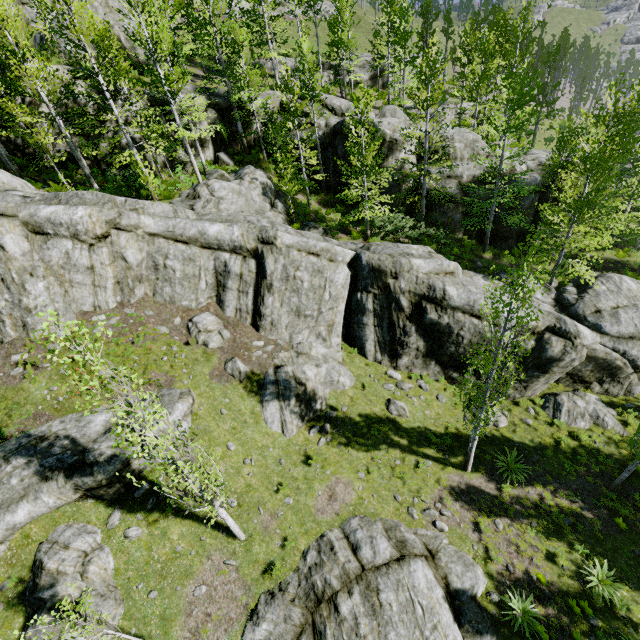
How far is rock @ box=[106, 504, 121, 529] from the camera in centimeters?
1075cm

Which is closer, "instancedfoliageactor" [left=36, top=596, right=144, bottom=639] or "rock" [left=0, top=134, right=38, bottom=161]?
"instancedfoliageactor" [left=36, top=596, right=144, bottom=639]

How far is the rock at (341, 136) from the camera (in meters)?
22.38

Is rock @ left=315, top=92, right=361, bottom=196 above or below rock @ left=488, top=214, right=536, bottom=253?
above

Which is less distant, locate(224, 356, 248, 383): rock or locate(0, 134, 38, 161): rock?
locate(224, 356, 248, 383): rock

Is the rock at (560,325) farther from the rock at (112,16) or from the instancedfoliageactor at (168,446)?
the rock at (112,16)

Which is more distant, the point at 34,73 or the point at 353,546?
the point at 34,73
